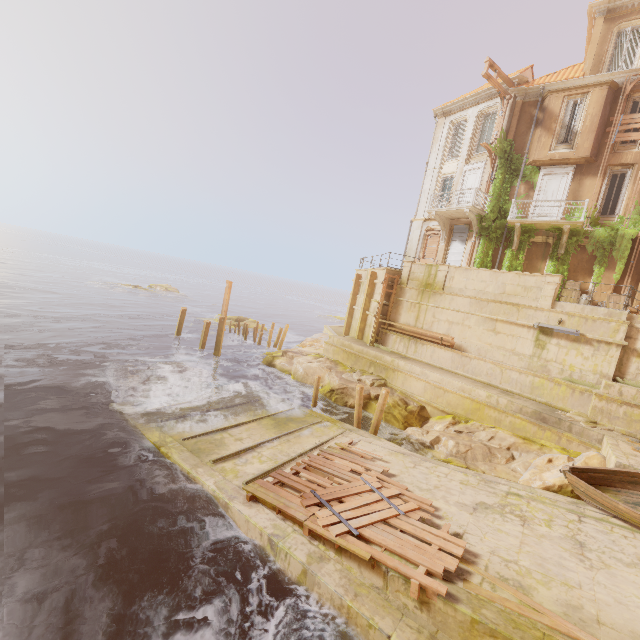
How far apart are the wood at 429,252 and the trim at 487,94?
A: 8.6m

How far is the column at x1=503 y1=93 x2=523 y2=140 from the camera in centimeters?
2008cm

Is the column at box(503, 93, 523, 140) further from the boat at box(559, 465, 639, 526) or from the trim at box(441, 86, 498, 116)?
the boat at box(559, 465, 639, 526)

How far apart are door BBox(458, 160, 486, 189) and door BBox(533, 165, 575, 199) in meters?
3.1

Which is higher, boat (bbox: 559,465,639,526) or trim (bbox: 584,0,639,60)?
trim (bbox: 584,0,639,60)

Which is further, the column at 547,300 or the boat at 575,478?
the column at 547,300

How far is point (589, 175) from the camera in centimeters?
Answer: 1814cm

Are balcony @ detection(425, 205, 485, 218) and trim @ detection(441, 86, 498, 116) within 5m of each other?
no
